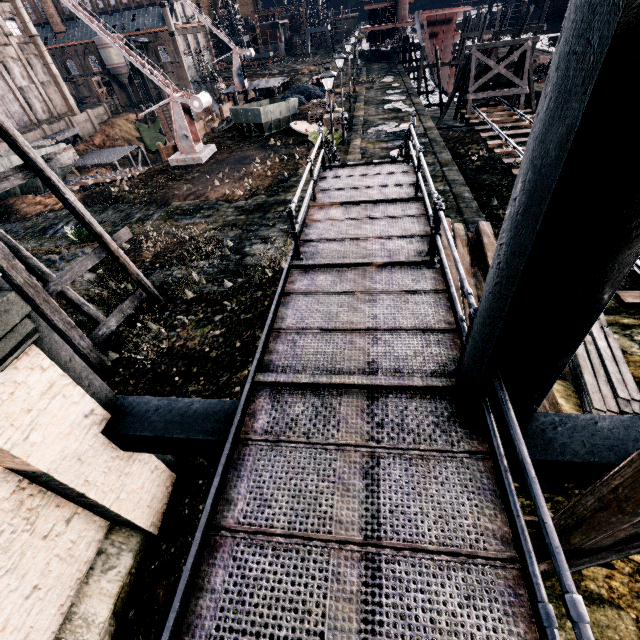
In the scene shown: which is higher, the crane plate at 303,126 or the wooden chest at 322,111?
the wooden chest at 322,111

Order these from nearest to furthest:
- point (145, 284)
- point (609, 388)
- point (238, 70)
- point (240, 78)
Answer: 1. point (609, 388)
2. point (145, 284)
3. point (238, 70)
4. point (240, 78)

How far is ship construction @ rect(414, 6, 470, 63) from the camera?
38.4m

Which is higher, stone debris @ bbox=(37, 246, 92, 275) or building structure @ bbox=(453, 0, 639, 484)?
building structure @ bbox=(453, 0, 639, 484)

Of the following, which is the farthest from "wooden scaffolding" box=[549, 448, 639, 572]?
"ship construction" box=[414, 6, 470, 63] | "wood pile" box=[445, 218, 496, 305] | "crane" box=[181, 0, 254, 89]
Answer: "crane" box=[181, 0, 254, 89]

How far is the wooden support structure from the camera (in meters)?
27.61

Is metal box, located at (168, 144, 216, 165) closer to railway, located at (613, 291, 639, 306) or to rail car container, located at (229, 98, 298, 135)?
rail car container, located at (229, 98, 298, 135)

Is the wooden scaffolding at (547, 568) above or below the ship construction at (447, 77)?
above
